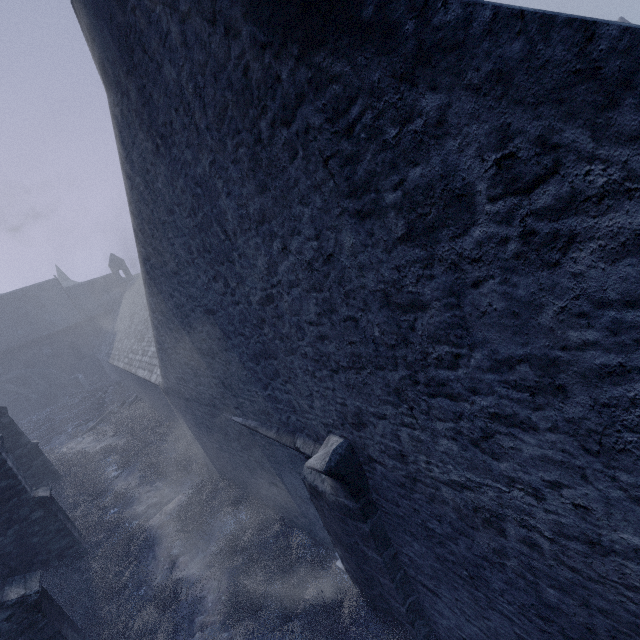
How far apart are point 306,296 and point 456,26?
2.0m

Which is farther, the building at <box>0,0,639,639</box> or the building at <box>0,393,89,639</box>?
the building at <box>0,393,89,639</box>

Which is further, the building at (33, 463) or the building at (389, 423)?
the building at (33, 463)

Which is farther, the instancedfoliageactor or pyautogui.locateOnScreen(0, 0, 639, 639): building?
the instancedfoliageactor

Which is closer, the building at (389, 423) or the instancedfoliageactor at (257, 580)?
the building at (389, 423)

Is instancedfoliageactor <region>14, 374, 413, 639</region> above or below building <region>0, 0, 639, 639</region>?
below
